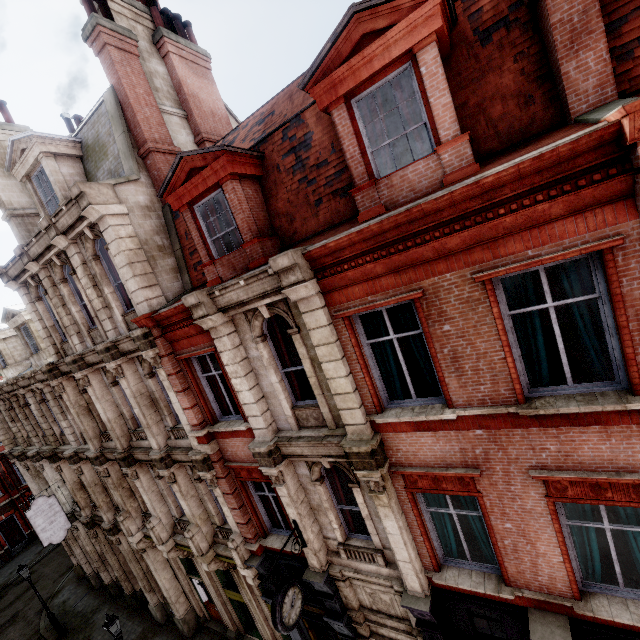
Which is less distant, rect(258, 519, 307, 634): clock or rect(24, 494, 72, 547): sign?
rect(258, 519, 307, 634): clock

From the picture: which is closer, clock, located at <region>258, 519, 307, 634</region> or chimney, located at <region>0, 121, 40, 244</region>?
clock, located at <region>258, 519, 307, 634</region>

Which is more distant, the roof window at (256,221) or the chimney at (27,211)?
the chimney at (27,211)

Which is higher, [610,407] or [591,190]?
[591,190]

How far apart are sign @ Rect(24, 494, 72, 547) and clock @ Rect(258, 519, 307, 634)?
14.8 meters

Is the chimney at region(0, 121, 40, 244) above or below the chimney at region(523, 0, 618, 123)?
above

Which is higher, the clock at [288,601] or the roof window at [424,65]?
the roof window at [424,65]

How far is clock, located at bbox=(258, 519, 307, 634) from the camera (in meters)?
7.28
